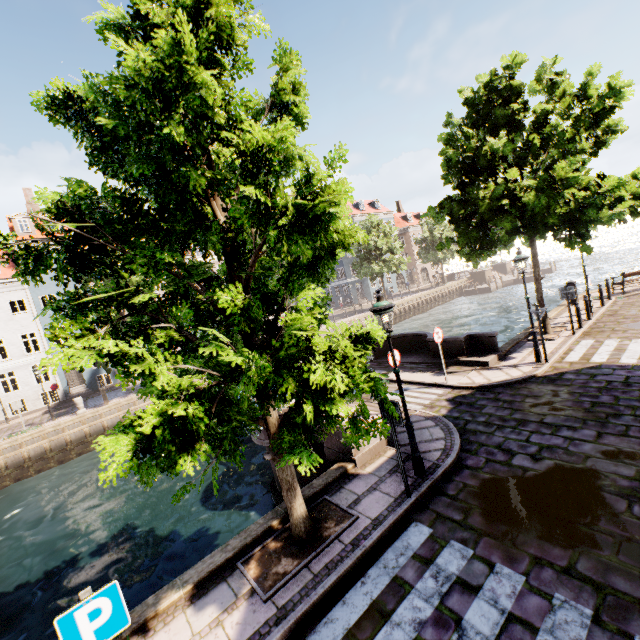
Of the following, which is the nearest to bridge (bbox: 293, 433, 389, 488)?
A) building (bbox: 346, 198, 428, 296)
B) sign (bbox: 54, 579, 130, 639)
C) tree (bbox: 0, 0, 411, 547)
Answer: tree (bbox: 0, 0, 411, 547)

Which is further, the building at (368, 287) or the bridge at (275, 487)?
the building at (368, 287)

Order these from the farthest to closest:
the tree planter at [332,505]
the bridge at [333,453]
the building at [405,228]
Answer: the building at [405,228] → the bridge at [333,453] → the tree planter at [332,505]

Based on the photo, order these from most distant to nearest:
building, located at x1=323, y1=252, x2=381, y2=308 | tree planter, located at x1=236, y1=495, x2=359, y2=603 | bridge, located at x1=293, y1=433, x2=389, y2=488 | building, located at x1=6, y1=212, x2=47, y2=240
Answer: building, located at x1=323, y1=252, x2=381, y2=308 → building, located at x1=6, y1=212, x2=47, y2=240 → bridge, located at x1=293, y1=433, x2=389, y2=488 → tree planter, located at x1=236, y1=495, x2=359, y2=603

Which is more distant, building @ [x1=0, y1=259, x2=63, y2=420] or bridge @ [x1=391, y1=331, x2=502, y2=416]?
building @ [x1=0, y1=259, x2=63, y2=420]

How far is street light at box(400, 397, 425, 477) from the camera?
6.4 meters

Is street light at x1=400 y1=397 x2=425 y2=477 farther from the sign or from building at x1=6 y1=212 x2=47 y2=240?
building at x1=6 y1=212 x2=47 y2=240

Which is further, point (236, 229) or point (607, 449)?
point (607, 449)
